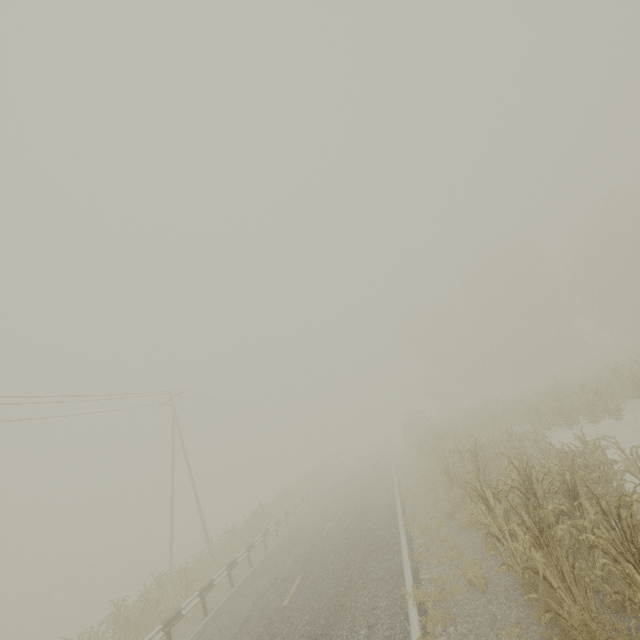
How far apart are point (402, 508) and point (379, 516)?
1.0m

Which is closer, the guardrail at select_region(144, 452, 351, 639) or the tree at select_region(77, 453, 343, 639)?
the guardrail at select_region(144, 452, 351, 639)

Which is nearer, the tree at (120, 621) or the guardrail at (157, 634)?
the guardrail at (157, 634)
